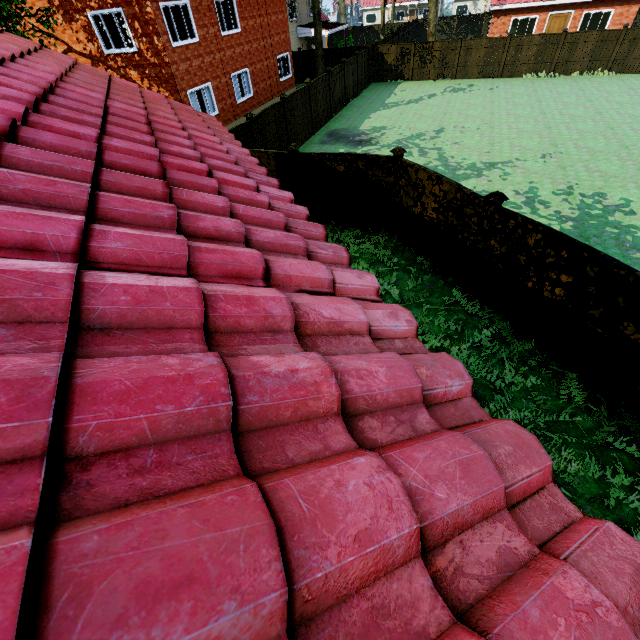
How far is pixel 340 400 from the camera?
1.4 meters

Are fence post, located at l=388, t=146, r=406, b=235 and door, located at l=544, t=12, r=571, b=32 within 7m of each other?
no

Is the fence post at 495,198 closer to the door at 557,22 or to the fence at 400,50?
the fence at 400,50

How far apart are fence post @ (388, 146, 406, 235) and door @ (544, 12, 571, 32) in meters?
30.6 m

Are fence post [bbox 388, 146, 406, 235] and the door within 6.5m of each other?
no

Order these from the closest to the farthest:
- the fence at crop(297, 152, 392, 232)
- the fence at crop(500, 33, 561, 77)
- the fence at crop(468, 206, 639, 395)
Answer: the fence at crop(468, 206, 639, 395) < the fence at crop(297, 152, 392, 232) < the fence at crop(500, 33, 561, 77)

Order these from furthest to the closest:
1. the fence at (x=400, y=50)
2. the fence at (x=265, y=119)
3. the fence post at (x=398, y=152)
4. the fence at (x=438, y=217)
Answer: the fence at (x=400, y=50) < the fence at (x=265, y=119) < the fence post at (x=398, y=152) < the fence at (x=438, y=217)

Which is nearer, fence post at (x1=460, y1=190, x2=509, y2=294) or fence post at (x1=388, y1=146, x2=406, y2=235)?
fence post at (x1=460, y1=190, x2=509, y2=294)
